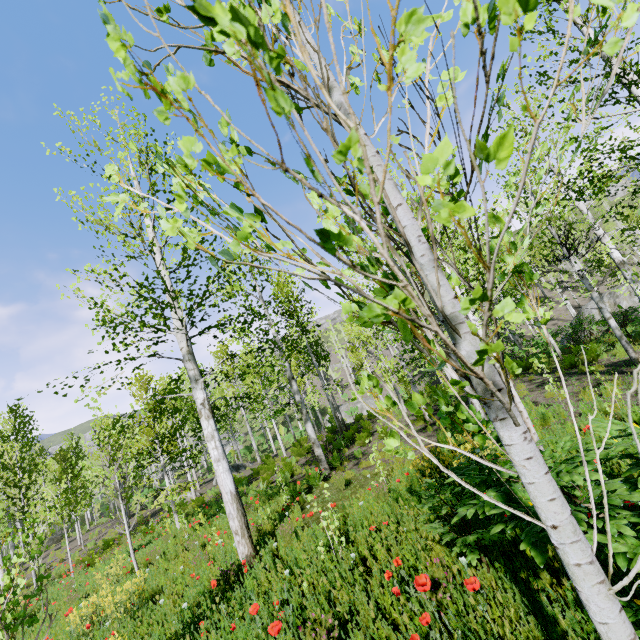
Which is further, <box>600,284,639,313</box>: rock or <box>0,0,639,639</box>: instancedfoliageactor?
<box>600,284,639,313</box>: rock

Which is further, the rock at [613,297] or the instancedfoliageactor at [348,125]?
the rock at [613,297]

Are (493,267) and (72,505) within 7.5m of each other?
no
